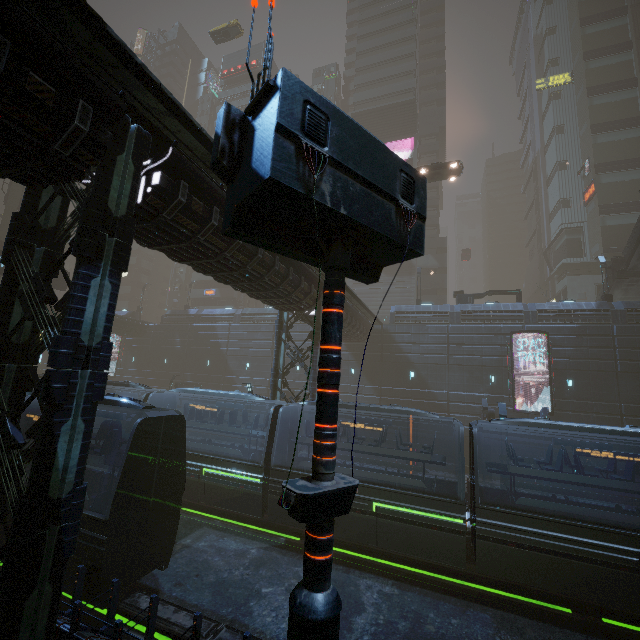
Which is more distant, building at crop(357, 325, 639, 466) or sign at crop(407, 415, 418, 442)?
building at crop(357, 325, 639, 466)

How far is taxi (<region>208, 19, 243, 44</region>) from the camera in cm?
3949

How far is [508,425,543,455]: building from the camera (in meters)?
25.34

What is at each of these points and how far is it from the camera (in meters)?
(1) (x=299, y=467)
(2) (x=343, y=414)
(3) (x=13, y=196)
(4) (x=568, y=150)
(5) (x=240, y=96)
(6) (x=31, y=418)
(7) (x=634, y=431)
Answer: (1) train, 16.50
(2) building, 31.14
(3) sm, 37.12
(4) building, 46.75
(5) building, 59.31
(6) train, 10.83
(7) train, 11.08

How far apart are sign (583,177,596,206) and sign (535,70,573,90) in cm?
1780

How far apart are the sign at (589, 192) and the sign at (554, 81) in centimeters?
1780cm

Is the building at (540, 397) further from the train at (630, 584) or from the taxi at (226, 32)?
the taxi at (226, 32)

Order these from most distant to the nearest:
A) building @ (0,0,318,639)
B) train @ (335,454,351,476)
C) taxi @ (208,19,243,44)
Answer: taxi @ (208,19,243,44) < train @ (335,454,351,476) < building @ (0,0,318,639)
